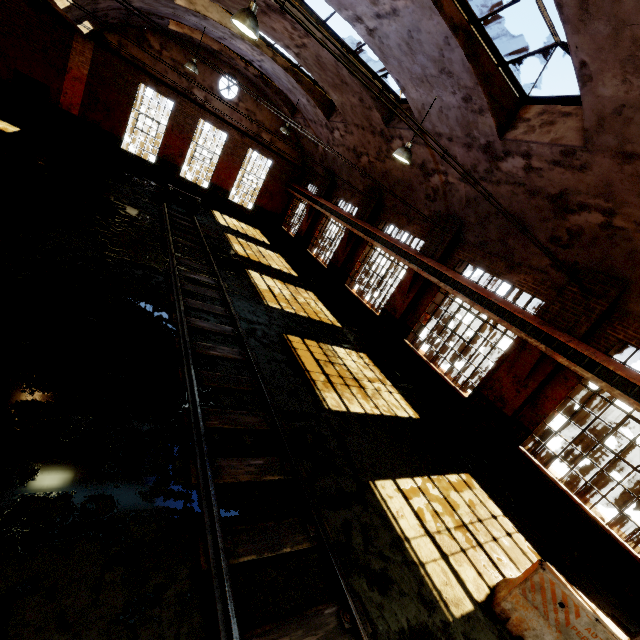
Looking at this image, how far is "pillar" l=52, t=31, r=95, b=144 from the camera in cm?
1542

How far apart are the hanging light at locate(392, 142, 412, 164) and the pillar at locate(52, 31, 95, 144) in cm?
A: 1694

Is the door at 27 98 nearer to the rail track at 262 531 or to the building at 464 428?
the building at 464 428

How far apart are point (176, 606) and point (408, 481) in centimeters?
469cm

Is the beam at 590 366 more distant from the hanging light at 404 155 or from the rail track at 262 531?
the rail track at 262 531

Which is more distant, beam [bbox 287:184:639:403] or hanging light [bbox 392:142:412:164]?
hanging light [bbox 392:142:412:164]

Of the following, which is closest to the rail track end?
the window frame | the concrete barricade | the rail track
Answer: the rail track

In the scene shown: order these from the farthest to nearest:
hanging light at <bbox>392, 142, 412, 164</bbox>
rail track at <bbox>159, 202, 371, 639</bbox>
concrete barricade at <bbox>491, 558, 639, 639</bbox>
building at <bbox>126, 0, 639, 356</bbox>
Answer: hanging light at <bbox>392, 142, 412, 164</bbox>
building at <bbox>126, 0, 639, 356</bbox>
concrete barricade at <bbox>491, 558, 639, 639</bbox>
rail track at <bbox>159, 202, 371, 639</bbox>
